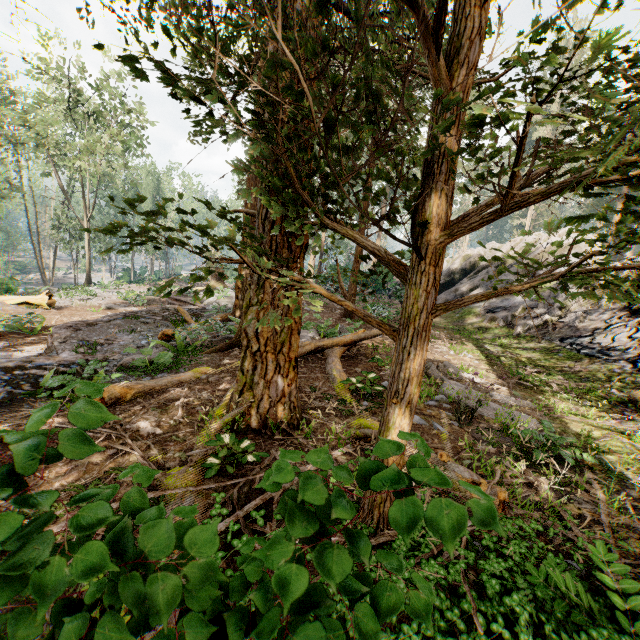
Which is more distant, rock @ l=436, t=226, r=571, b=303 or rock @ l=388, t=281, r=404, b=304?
rock @ l=436, t=226, r=571, b=303

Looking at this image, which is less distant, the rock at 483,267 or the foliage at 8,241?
the rock at 483,267

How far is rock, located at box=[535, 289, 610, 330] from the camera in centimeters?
1452cm

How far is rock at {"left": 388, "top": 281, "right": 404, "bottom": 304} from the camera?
17.5 meters

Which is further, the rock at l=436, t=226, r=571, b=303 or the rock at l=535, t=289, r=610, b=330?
the rock at l=436, t=226, r=571, b=303

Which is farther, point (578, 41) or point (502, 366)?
point (502, 366)

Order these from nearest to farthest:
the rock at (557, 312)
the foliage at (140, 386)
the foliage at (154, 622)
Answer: the foliage at (154, 622)
the foliage at (140, 386)
the rock at (557, 312)

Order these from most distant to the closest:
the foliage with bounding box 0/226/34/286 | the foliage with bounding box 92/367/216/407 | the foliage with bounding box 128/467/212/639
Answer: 1. the foliage with bounding box 0/226/34/286
2. the foliage with bounding box 92/367/216/407
3. the foliage with bounding box 128/467/212/639
